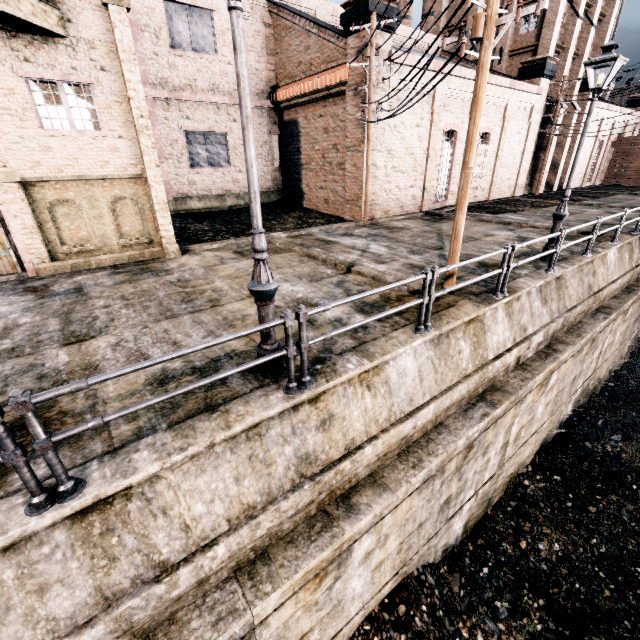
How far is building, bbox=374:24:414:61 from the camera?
16.3 meters

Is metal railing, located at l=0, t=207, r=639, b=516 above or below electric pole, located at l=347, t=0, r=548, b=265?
below

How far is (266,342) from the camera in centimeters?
503cm

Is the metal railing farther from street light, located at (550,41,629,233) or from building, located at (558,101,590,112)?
building, located at (558,101,590,112)

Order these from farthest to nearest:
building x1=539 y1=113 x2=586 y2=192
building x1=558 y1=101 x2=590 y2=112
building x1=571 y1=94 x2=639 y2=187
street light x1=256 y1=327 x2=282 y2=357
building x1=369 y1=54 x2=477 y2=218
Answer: building x1=571 y1=94 x2=639 y2=187, building x1=539 y1=113 x2=586 y2=192, building x1=558 y1=101 x2=590 y2=112, building x1=369 y1=54 x2=477 y2=218, street light x1=256 y1=327 x2=282 y2=357

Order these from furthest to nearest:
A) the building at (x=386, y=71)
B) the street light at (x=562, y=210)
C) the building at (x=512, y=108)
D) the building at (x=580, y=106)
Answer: the building at (x=580, y=106) < the building at (x=512, y=108) < the building at (x=386, y=71) < the street light at (x=562, y=210)

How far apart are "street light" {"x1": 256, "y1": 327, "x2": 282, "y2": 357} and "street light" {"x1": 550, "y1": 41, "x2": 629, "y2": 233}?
10.0 meters

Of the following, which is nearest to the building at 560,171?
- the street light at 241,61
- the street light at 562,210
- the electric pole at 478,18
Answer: the electric pole at 478,18
